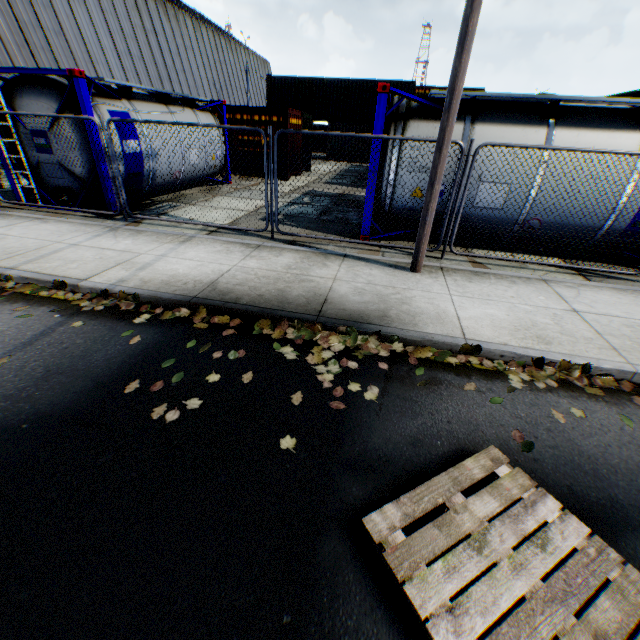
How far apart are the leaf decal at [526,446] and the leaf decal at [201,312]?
3.3m

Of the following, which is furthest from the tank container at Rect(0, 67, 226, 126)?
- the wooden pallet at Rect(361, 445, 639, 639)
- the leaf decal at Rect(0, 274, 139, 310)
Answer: the wooden pallet at Rect(361, 445, 639, 639)

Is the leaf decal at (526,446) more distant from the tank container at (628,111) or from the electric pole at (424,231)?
the tank container at (628,111)

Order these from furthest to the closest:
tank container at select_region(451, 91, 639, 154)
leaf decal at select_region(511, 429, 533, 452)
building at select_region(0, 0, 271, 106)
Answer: building at select_region(0, 0, 271, 106)
tank container at select_region(451, 91, 639, 154)
leaf decal at select_region(511, 429, 533, 452)

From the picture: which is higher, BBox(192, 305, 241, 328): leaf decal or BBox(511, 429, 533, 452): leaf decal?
BBox(192, 305, 241, 328): leaf decal

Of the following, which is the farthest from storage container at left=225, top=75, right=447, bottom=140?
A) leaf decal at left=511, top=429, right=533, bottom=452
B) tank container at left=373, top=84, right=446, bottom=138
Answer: leaf decal at left=511, top=429, right=533, bottom=452

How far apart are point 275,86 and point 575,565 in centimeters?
3310cm

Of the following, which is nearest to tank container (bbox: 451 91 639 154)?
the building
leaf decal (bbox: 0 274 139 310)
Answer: leaf decal (bbox: 0 274 139 310)
